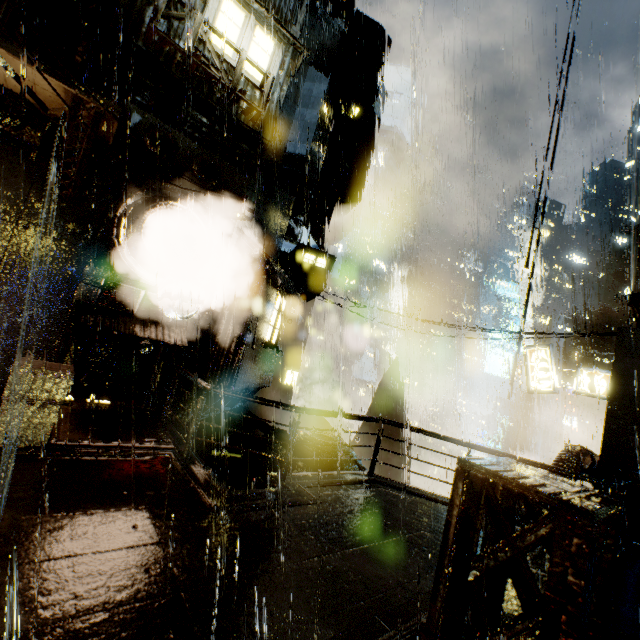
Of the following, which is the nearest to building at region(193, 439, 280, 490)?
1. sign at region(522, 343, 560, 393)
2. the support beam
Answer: the support beam

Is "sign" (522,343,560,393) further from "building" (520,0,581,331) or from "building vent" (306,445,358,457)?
"building vent" (306,445,358,457)

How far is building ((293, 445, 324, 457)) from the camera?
10.1m

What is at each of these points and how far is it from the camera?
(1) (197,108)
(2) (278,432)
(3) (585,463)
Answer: (1) building, 9.5 meters
(2) building, 11.8 meters
(3) building, 11.6 meters

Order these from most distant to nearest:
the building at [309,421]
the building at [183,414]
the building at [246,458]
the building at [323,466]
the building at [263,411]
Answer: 1. the building at [309,421]
2. the building at [263,411]
3. the building at [183,414]
4. the building at [323,466]
5. the building at [246,458]

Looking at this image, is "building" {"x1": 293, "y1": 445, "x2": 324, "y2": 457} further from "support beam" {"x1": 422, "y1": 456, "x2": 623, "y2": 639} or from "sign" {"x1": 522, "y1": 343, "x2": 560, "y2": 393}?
"sign" {"x1": 522, "y1": 343, "x2": 560, "y2": 393}

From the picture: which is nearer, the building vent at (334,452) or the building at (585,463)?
the building at (585,463)
